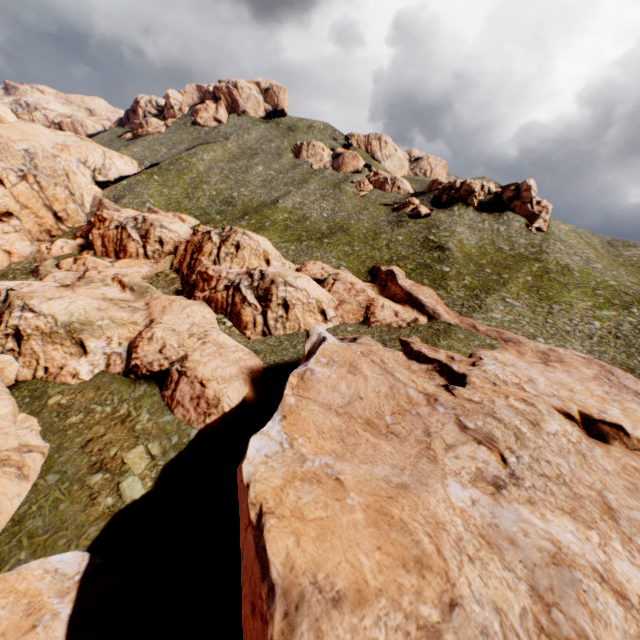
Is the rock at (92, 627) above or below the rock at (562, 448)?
below

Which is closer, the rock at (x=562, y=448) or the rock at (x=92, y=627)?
the rock at (x=562, y=448)

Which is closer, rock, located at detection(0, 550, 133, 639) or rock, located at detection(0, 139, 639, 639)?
rock, located at detection(0, 139, 639, 639)

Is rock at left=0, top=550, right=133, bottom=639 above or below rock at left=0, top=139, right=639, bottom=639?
below

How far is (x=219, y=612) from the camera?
16.4 meters
